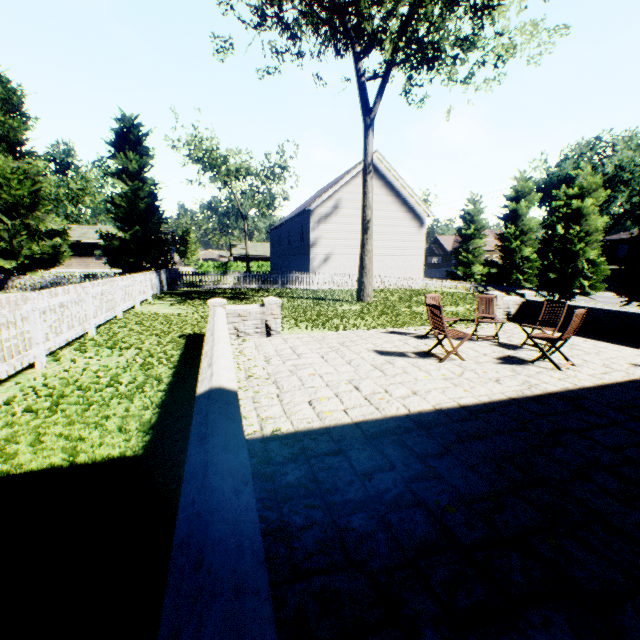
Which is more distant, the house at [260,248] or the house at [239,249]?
the house at [260,248]

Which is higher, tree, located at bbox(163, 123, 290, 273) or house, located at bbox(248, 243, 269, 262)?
tree, located at bbox(163, 123, 290, 273)

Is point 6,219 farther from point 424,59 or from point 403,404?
point 403,404

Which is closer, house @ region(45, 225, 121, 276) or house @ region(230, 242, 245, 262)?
house @ region(45, 225, 121, 276)

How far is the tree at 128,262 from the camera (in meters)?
22.06

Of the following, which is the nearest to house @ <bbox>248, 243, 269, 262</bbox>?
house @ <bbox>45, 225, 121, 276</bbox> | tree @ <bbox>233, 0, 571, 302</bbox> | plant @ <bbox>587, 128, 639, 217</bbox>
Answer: tree @ <bbox>233, 0, 571, 302</bbox>

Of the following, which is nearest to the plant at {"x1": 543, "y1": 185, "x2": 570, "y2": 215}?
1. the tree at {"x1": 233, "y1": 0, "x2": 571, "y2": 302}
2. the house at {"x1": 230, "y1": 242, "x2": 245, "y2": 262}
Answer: the tree at {"x1": 233, "y1": 0, "x2": 571, "y2": 302}

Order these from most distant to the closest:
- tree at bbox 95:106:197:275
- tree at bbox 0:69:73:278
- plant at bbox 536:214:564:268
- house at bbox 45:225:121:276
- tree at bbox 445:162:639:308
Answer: plant at bbox 536:214:564:268 < house at bbox 45:225:121:276 < tree at bbox 445:162:639:308 < tree at bbox 95:106:197:275 < tree at bbox 0:69:73:278
